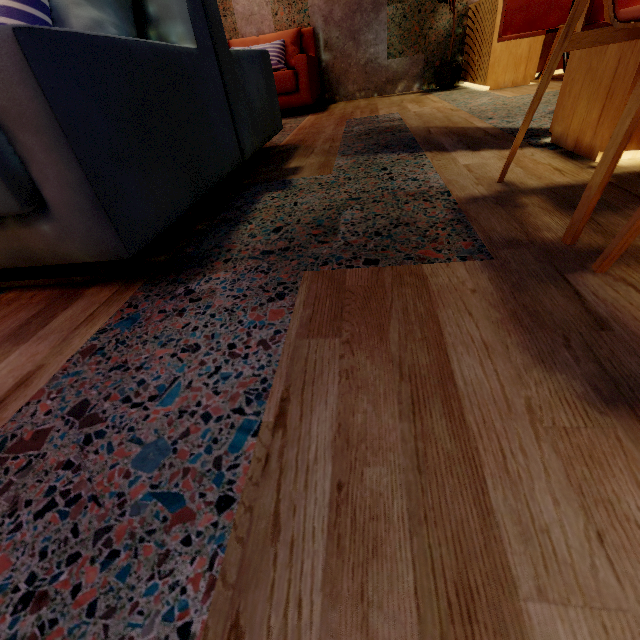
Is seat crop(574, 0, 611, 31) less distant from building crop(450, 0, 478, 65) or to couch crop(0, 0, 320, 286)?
building crop(450, 0, 478, 65)

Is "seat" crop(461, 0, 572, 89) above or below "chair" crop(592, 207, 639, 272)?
above

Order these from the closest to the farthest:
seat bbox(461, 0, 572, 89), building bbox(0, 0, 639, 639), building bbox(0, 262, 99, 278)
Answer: building bbox(0, 0, 639, 639) < building bbox(0, 262, 99, 278) < seat bbox(461, 0, 572, 89)

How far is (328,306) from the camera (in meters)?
0.76

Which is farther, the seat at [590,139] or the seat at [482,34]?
the seat at [482,34]

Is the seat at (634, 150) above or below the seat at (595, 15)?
below

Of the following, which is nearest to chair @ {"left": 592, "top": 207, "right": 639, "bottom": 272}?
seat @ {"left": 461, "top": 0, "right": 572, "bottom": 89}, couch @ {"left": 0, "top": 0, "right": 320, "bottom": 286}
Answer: couch @ {"left": 0, "top": 0, "right": 320, "bottom": 286}

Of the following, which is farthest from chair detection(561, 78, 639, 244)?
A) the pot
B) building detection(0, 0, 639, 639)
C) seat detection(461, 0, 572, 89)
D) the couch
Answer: the pot
